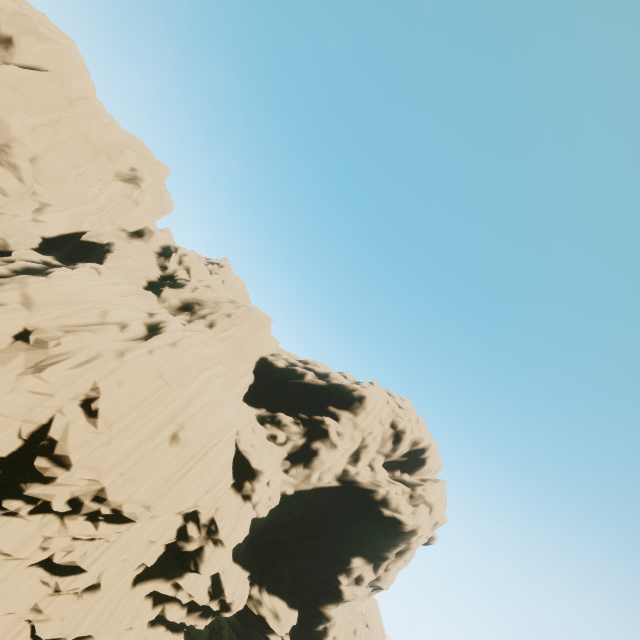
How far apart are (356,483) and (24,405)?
33.2m
